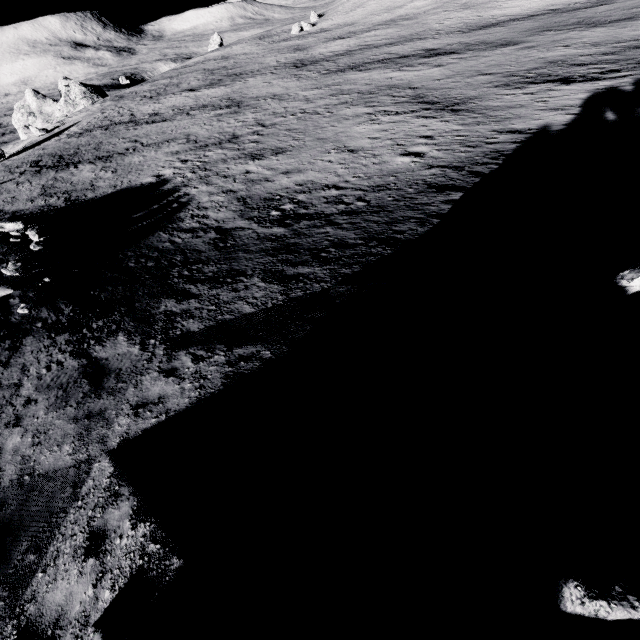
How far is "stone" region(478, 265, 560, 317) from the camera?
5.7m

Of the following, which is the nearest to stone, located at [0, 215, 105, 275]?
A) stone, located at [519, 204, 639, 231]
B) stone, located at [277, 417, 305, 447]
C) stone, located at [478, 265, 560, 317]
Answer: stone, located at [277, 417, 305, 447]

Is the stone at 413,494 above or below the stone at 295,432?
above

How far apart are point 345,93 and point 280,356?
37.09m

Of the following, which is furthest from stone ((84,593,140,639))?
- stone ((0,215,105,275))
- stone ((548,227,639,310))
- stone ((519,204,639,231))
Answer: stone ((0,215,105,275))

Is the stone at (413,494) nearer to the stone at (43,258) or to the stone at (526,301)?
the stone at (526,301)

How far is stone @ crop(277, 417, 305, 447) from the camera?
4.78m

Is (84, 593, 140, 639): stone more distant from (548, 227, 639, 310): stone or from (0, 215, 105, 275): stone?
(0, 215, 105, 275): stone
